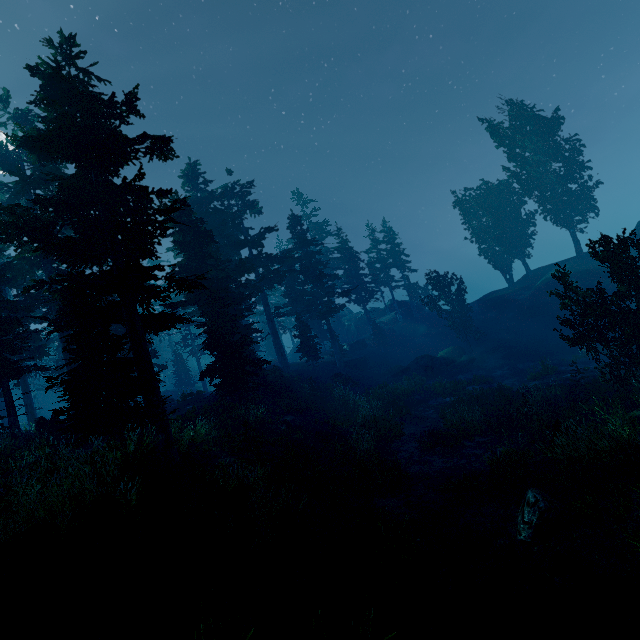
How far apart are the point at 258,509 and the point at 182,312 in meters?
47.7 m

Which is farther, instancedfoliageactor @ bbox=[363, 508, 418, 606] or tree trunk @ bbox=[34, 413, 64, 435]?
tree trunk @ bbox=[34, 413, 64, 435]

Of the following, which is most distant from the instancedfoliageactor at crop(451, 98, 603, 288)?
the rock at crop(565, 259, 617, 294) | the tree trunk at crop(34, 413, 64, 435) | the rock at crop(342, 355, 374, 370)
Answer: the tree trunk at crop(34, 413, 64, 435)

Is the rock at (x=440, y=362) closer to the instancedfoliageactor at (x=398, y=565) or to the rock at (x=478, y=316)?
the instancedfoliageactor at (x=398, y=565)

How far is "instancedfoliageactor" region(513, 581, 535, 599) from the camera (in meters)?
6.46

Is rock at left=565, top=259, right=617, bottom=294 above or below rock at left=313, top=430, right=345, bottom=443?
above

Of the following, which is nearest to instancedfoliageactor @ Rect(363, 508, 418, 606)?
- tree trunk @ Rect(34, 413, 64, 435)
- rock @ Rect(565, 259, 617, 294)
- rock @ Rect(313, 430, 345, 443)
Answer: rock @ Rect(565, 259, 617, 294)

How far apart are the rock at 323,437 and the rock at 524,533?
10.9 meters
